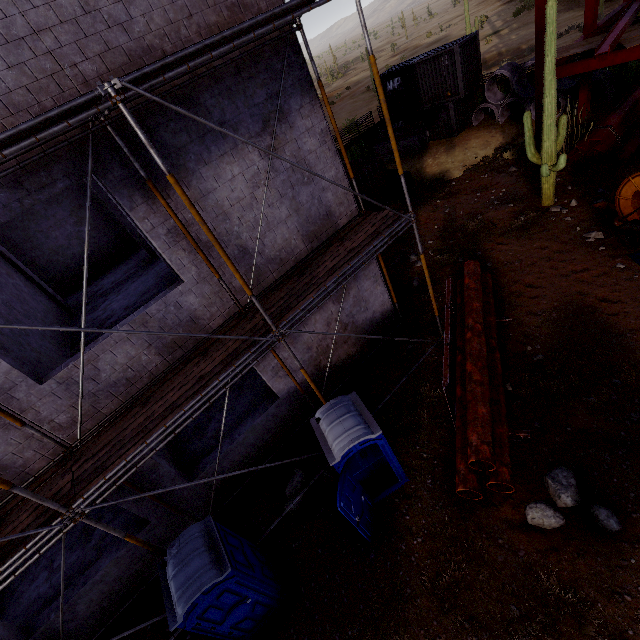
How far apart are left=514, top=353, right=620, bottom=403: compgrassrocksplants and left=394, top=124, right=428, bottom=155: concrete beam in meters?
18.2 m

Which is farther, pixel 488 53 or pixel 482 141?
pixel 488 53

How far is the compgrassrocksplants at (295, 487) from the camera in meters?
7.8

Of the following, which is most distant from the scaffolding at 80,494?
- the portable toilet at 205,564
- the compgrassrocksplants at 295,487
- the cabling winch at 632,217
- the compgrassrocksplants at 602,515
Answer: the cabling winch at 632,217

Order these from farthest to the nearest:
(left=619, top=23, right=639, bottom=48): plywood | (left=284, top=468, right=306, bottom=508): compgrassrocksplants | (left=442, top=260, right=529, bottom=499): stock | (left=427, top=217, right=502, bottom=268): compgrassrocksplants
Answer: (left=427, top=217, right=502, bottom=268): compgrassrocksplants, (left=619, top=23, right=639, bottom=48): plywood, (left=284, top=468, right=306, bottom=508): compgrassrocksplants, (left=442, top=260, right=529, bottom=499): stock

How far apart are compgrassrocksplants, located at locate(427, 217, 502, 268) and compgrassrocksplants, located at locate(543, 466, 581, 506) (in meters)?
8.58

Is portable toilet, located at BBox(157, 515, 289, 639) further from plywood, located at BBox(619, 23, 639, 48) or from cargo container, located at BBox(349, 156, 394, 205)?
plywood, located at BBox(619, 23, 639, 48)

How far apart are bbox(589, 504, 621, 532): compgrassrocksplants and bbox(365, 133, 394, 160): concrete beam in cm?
2187
